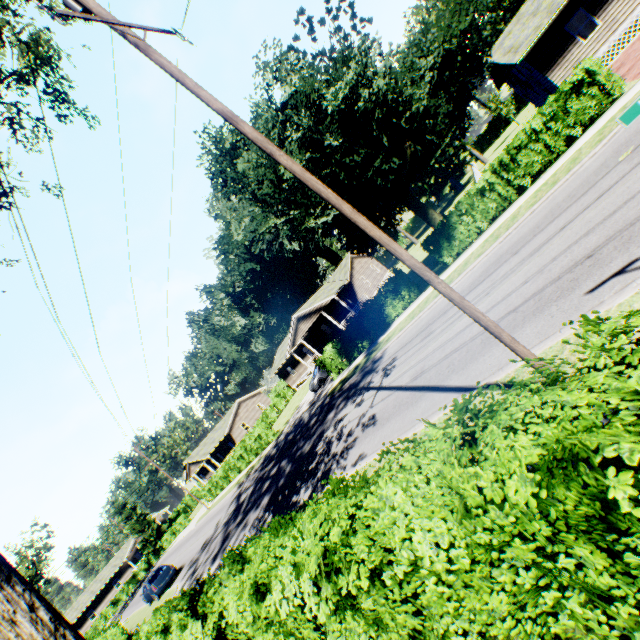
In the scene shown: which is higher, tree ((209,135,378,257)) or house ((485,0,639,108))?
tree ((209,135,378,257))

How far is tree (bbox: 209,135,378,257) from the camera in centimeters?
1451cm

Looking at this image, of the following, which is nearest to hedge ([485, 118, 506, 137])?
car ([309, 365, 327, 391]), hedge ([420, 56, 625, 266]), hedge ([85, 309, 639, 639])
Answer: car ([309, 365, 327, 391])

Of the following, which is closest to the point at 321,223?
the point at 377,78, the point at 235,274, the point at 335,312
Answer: the point at 377,78

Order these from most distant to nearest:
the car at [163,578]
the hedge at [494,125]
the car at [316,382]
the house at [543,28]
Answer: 1. the hedge at [494,125]
2. the car at [316,382]
3. the car at [163,578]
4. the house at [543,28]

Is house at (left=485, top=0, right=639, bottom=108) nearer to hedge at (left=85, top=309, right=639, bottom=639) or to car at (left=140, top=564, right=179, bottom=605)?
hedge at (left=85, top=309, right=639, bottom=639)

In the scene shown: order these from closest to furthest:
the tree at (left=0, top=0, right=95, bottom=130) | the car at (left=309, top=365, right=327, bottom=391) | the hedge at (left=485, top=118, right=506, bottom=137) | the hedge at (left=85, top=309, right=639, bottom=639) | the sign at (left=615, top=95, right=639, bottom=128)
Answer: the hedge at (left=85, top=309, right=639, bottom=639) → the sign at (left=615, top=95, right=639, bottom=128) → the tree at (left=0, top=0, right=95, bottom=130) → the car at (left=309, top=365, right=327, bottom=391) → the hedge at (left=485, top=118, right=506, bottom=137)

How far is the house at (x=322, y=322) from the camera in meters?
35.7 m
